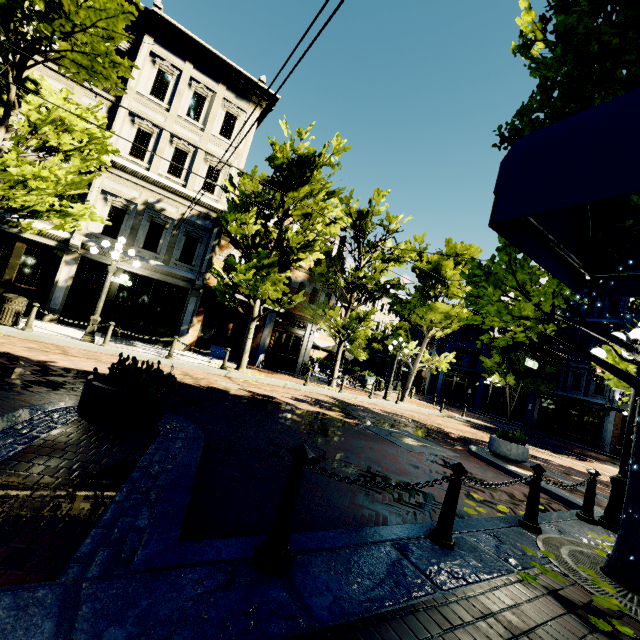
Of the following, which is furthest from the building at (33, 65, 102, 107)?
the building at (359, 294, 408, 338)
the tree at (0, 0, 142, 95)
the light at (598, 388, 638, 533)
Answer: the light at (598, 388, 638, 533)

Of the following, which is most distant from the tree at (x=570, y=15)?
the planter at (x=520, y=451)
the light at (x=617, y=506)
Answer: the planter at (x=520, y=451)

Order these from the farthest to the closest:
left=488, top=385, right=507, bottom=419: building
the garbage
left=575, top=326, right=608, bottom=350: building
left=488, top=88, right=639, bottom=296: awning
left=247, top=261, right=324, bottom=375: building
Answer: left=488, top=385, right=507, bottom=419: building
left=575, top=326, right=608, bottom=350: building
left=247, top=261, right=324, bottom=375: building
the garbage
left=488, top=88, right=639, bottom=296: awning

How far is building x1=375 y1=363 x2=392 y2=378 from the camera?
45.94m

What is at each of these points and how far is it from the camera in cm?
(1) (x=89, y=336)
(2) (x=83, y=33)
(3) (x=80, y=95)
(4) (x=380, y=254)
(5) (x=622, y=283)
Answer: (1) light, 1052
(2) tree, 903
(3) building, 1334
(4) tree, 1662
(5) awning, 334

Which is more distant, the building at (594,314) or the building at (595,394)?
the building at (594,314)

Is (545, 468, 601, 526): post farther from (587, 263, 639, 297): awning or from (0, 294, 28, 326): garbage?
(0, 294, 28, 326): garbage

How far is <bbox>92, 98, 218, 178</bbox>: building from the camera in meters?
13.9
